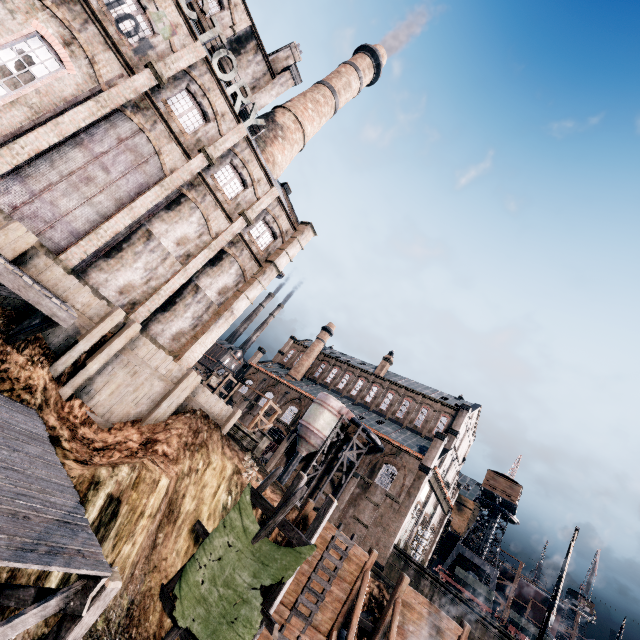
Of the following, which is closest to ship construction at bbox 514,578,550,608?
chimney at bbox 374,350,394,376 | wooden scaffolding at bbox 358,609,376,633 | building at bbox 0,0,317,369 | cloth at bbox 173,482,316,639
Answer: chimney at bbox 374,350,394,376

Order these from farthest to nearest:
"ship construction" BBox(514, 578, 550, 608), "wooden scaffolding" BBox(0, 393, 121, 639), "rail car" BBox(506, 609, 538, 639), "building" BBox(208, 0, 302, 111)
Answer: "ship construction" BBox(514, 578, 550, 608) → "rail car" BBox(506, 609, 538, 639) → "building" BBox(208, 0, 302, 111) → "wooden scaffolding" BBox(0, 393, 121, 639)

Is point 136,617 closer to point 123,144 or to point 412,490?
point 123,144

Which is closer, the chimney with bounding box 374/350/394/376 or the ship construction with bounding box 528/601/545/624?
the ship construction with bounding box 528/601/545/624

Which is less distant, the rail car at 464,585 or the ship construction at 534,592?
the rail car at 464,585

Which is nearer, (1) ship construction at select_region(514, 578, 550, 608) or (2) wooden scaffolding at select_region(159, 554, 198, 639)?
(2) wooden scaffolding at select_region(159, 554, 198, 639)

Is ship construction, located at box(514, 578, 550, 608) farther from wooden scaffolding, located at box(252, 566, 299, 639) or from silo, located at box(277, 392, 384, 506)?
wooden scaffolding, located at box(252, 566, 299, 639)

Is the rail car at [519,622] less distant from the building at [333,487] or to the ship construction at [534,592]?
the building at [333,487]
